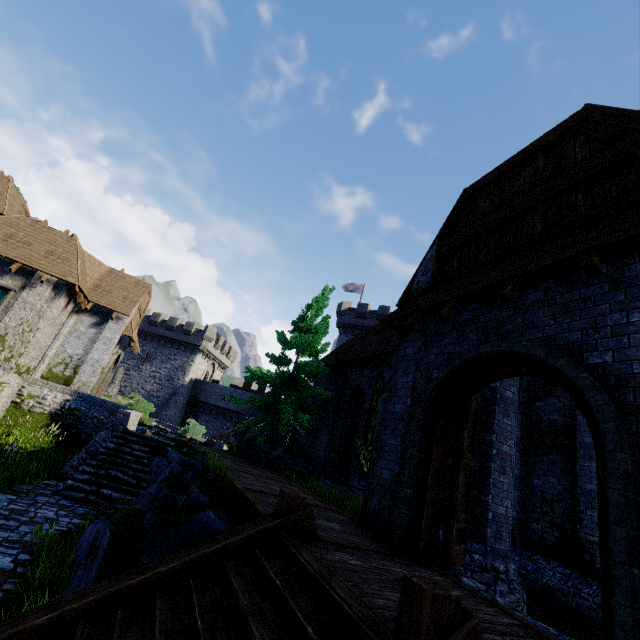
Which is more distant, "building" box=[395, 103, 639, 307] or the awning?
"building" box=[395, 103, 639, 307]

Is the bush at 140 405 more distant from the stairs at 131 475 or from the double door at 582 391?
the double door at 582 391

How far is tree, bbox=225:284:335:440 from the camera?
14.7m

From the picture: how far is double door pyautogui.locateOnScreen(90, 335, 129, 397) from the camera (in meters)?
21.30

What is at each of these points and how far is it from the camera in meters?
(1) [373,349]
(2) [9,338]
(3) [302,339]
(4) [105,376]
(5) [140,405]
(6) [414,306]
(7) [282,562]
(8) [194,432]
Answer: (1) building, 15.4
(2) building, 16.5
(3) tree, 15.7
(4) double door, 24.2
(5) bush, 18.5
(6) awning, 7.9
(7) stairs, 4.2
(8) bush, 23.9

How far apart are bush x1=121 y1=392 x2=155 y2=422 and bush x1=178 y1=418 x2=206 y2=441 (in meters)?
4.68

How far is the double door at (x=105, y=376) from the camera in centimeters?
2130cm

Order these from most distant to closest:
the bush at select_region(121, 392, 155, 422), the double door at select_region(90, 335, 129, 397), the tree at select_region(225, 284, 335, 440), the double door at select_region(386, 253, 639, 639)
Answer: the double door at select_region(90, 335, 129, 397) < the bush at select_region(121, 392, 155, 422) < the tree at select_region(225, 284, 335, 440) < the double door at select_region(386, 253, 639, 639)
